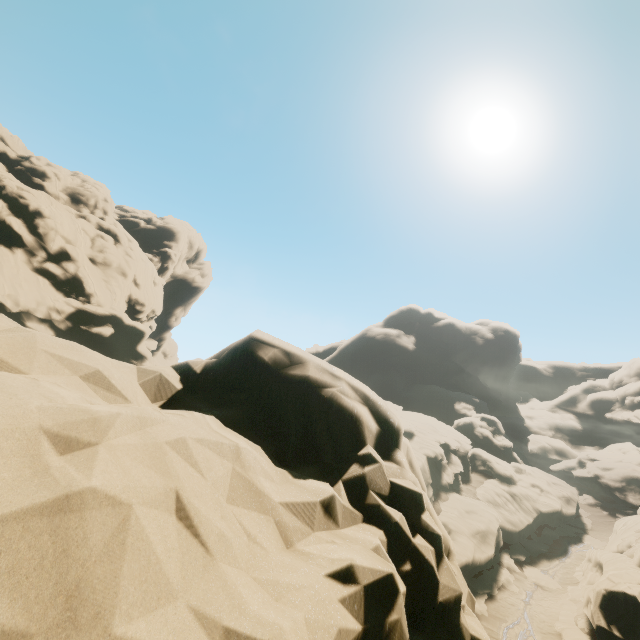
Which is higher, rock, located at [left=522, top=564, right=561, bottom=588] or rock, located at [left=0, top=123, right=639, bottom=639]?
rock, located at [left=0, top=123, right=639, bottom=639]

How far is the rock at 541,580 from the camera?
27.8 meters

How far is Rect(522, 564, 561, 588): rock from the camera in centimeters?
2778cm

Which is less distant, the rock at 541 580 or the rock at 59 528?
the rock at 59 528

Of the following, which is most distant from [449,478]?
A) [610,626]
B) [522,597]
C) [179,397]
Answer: Result: [179,397]

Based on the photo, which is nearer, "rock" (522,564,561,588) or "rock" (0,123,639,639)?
"rock" (0,123,639,639)
